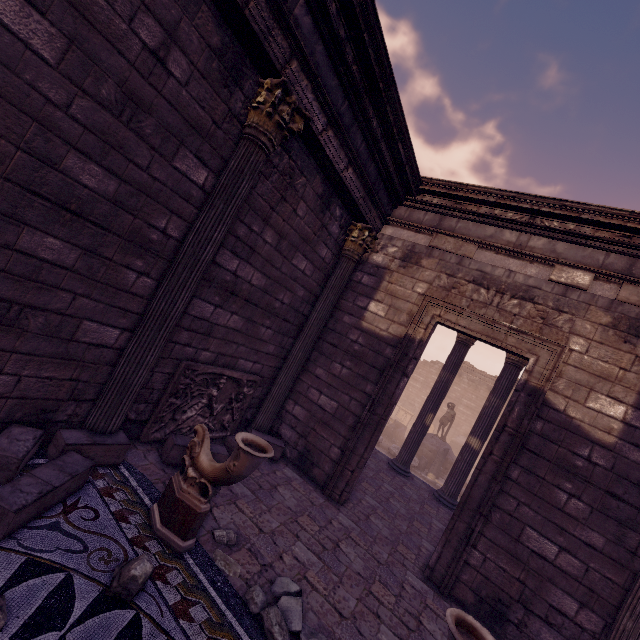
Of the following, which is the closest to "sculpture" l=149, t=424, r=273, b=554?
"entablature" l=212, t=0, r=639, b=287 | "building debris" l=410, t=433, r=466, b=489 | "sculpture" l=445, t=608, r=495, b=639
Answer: "sculpture" l=445, t=608, r=495, b=639

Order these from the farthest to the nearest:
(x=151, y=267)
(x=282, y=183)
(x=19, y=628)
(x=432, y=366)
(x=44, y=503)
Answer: (x=432, y=366)
(x=282, y=183)
(x=151, y=267)
(x=44, y=503)
(x=19, y=628)

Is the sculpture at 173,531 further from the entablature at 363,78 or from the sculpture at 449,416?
the sculpture at 449,416

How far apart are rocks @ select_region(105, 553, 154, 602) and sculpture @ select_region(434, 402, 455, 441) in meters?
18.5

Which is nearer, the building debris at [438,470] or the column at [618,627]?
the column at [618,627]

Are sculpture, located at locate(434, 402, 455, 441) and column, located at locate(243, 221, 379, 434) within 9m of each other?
no

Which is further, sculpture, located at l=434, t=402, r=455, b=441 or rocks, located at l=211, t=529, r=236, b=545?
sculpture, located at l=434, t=402, r=455, b=441

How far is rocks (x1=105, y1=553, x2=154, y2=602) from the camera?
2.4m
